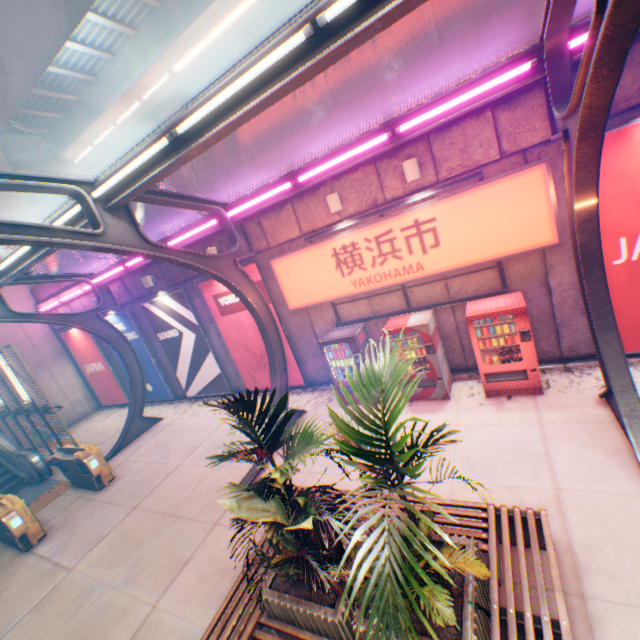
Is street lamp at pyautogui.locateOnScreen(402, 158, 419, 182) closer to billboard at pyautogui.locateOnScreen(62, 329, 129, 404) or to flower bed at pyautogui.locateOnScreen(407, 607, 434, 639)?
flower bed at pyautogui.locateOnScreen(407, 607, 434, 639)

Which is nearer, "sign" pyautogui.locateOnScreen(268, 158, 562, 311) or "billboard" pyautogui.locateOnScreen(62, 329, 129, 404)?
"sign" pyautogui.locateOnScreen(268, 158, 562, 311)

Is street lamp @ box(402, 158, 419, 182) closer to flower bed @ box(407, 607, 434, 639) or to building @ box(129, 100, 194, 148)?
flower bed @ box(407, 607, 434, 639)

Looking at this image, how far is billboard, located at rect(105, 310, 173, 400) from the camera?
13.6 meters

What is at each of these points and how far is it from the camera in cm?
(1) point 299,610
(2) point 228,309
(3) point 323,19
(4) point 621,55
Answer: (1) flower bed, 369
(2) billboard, 1088
(3) street lamp, 314
(4) canopy, 310

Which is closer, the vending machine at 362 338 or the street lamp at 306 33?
the street lamp at 306 33

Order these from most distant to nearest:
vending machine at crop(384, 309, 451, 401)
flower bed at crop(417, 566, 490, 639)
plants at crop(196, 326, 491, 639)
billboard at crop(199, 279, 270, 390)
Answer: billboard at crop(199, 279, 270, 390), vending machine at crop(384, 309, 451, 401), flower bed at crop(417, 566, 490, 639), plants at crop(196, 326, 491, 639)

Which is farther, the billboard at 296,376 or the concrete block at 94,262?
the concrete block at 94,262
